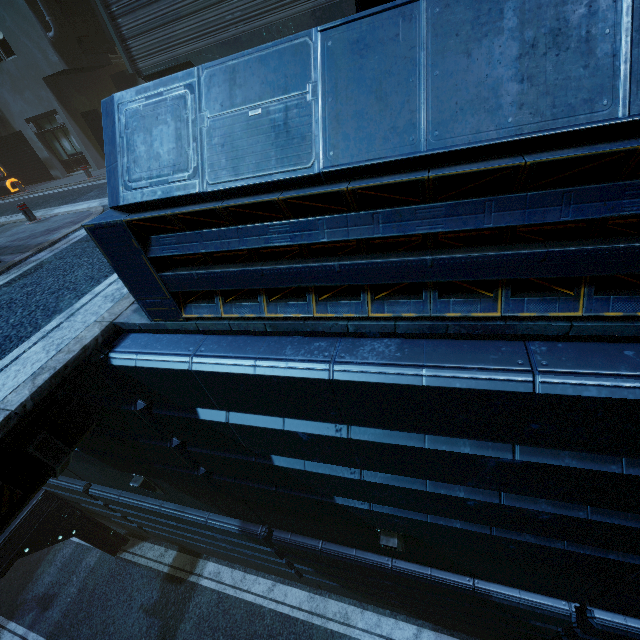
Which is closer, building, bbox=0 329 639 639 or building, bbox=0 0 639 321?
building, bbox=0 0 639 321

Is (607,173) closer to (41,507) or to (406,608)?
(406,608)

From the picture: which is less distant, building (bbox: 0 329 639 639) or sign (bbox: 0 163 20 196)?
building (bbox: 0 329 639 639)

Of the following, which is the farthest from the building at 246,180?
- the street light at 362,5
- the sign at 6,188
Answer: the sign at 6,188

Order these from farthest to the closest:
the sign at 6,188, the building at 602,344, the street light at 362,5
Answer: the sign at 6,188 < the street light at 362,5 < the building at 602,344

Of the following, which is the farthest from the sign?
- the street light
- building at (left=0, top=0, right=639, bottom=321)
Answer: the street light
